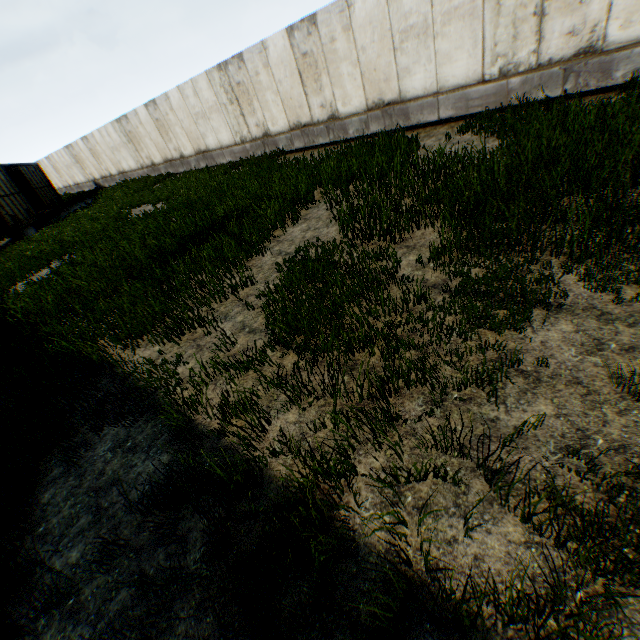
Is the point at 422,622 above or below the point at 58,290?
below
